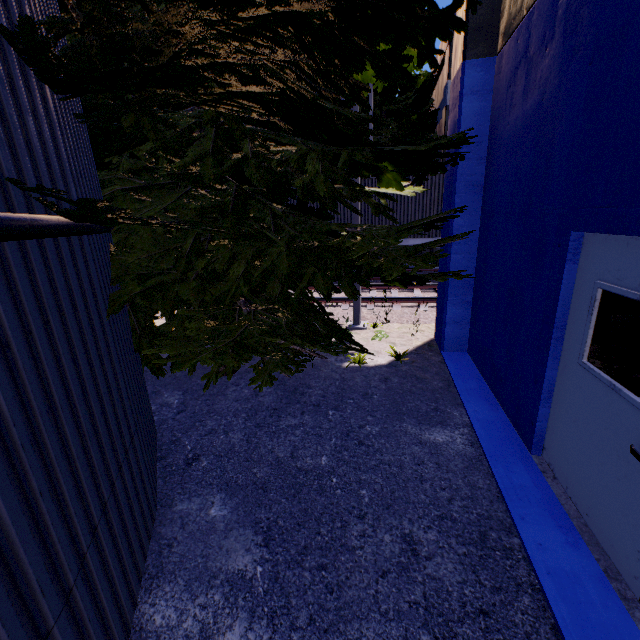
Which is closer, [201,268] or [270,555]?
[270,555]

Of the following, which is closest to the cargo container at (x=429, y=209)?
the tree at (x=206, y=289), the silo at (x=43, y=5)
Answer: the tree at (x=206, y=289)

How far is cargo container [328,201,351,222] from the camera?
13.1m

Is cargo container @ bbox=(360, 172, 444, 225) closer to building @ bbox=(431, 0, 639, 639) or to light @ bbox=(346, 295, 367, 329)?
building @ bbox=(431, 0, 639, 639)

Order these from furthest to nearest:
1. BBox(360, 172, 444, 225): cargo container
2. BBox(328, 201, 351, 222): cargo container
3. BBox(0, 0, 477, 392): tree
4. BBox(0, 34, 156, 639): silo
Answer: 1. BBox(328, 201, 351, 222): cargo container
2. BBox(360, 172, 444, 225): cargo container
3. BBox(0, 0, 477, 392): tree
4. BBox(0, 34, 156, 639): silo

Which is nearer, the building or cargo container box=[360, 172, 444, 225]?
the building

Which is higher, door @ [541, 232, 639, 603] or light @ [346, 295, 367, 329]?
door @ [541, 232, 639, 603]

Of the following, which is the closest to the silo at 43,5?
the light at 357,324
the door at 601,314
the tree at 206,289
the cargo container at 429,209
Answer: the tree at 206,289
